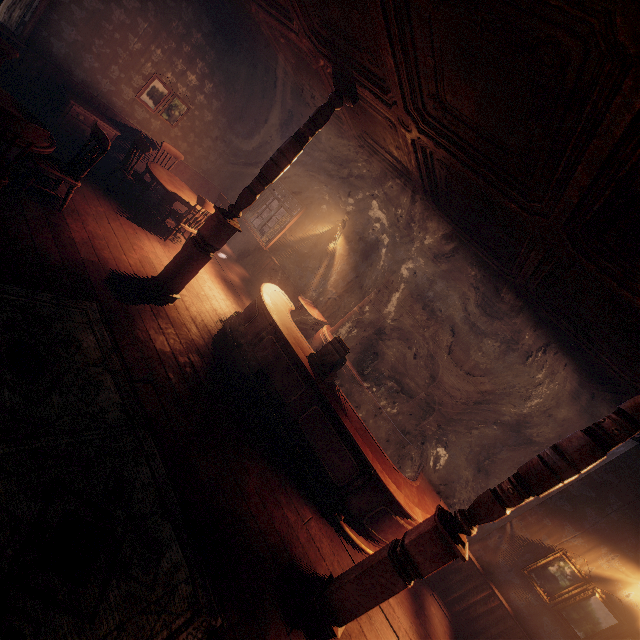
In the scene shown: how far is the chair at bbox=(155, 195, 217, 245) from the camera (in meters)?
6.21

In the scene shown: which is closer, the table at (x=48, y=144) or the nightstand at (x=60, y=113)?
the table at (x=48, y=144)

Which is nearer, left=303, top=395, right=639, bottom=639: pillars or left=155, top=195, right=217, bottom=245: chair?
left=303, top=395, right=639, bottom=639: pillars

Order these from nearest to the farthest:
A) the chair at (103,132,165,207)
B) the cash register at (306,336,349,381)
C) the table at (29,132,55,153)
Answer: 1. the table at (29,132,55,153)
2. the cash register at (306,336,349,381)
3. the chair at (103,132,165,207)

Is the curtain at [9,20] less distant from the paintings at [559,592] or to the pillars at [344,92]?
the pillars at [344,92]

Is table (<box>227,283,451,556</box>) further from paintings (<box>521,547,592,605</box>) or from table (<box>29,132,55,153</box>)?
table (<box>29,132,55,153</box>)

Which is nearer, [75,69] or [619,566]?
[619,566]

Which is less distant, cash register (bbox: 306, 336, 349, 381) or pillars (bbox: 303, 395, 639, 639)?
pillars (bbox: 303, 395, 639, 639)
